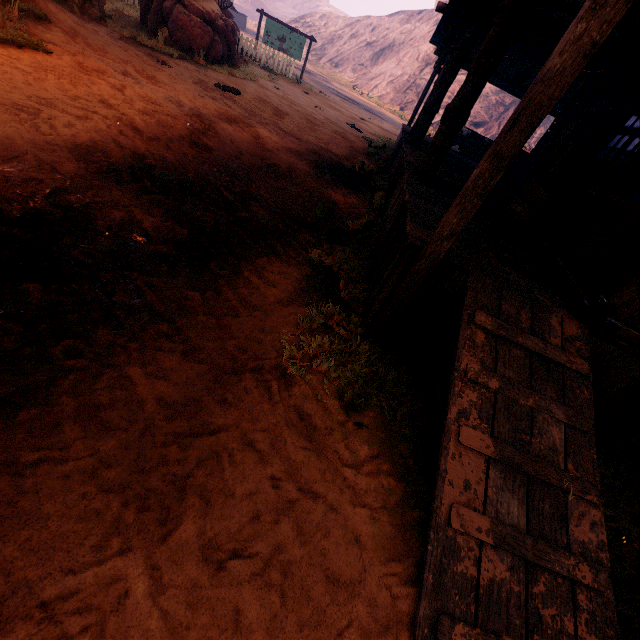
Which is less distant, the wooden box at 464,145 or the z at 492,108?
the wooden box at 464,145

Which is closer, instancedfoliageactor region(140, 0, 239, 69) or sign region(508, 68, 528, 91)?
sign region(508, 68, 528, 91)

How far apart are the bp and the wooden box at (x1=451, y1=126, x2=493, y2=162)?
3.92m

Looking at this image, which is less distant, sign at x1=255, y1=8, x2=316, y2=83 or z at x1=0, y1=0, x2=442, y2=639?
z at x1=0, y1=0, x2=442, y2=639

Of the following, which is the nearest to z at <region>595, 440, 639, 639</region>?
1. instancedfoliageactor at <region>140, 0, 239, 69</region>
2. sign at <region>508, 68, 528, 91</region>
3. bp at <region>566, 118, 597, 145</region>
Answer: instancedfoliageactor at <region>140, 0, 239, 69</region>

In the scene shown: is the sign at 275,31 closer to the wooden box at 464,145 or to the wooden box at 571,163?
the wooden box at 464,145

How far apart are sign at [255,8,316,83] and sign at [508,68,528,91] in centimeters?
1483cm

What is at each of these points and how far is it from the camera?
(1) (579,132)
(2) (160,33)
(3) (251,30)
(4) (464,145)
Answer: (1) bp, 8.75m
(2) instancedfoliageactor, 9.85m
(3) z, 51.47m
(4) wooden box, 12.51m
